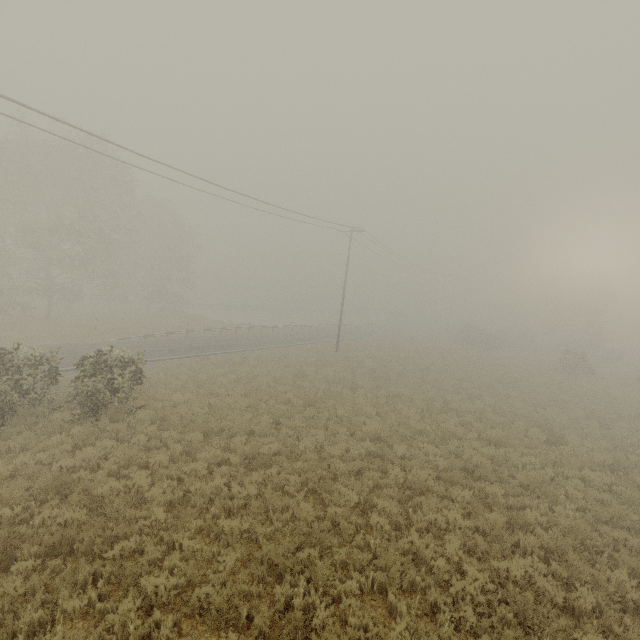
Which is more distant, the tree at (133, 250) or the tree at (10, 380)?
the tree at (133, 250)

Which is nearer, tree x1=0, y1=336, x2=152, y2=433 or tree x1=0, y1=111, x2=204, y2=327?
tree x1=0, y1=336, x2=152, y2=433

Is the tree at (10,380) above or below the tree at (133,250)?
below

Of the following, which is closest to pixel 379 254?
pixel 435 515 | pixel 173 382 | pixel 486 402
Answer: pixel 486 402

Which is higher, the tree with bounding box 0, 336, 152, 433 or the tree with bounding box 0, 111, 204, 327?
the tree with bounding box 0, 111, 204, 327
